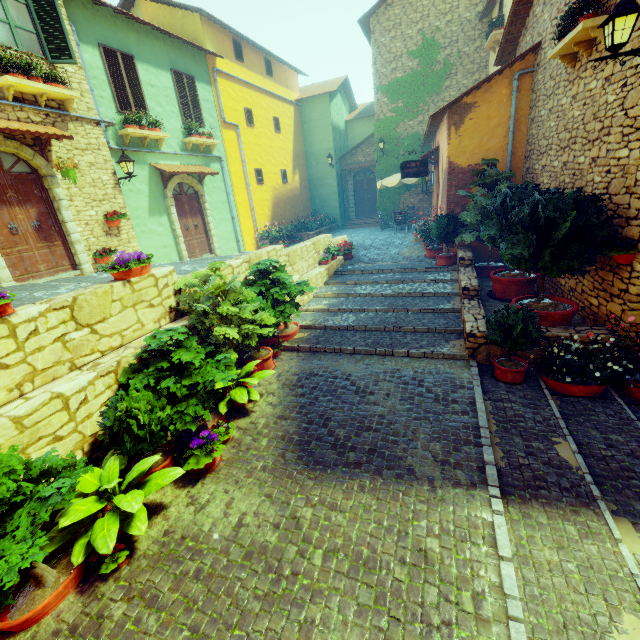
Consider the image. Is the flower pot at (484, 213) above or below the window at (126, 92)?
below

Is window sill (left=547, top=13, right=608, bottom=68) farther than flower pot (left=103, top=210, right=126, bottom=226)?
No

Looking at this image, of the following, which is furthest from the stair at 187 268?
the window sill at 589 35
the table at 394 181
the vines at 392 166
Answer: the window sill at 589 35

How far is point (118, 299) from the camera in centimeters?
470cm

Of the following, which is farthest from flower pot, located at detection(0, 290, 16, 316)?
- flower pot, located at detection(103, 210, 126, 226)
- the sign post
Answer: the sign post

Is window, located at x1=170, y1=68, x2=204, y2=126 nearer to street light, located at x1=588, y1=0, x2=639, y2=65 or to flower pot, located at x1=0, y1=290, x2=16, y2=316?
flower pot, located at x1=0, y1=290, x2=16, y2=316

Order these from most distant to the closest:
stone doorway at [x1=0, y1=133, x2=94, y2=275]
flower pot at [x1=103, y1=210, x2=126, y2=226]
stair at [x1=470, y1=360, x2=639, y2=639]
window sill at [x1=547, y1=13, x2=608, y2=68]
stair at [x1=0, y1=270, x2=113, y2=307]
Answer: flower pot at [x1=103, y1=210, x2=126, y2=226] → stone doorway at [x1=0, y1=133, x2=94, y2=275] → window sill at [x1=547, y1=13, x2=608, y2=68] → stair at [x1=0, y1=270, x2=113, y2=307] → stair at [x1=470, y1=360, x2=639, y2=639]

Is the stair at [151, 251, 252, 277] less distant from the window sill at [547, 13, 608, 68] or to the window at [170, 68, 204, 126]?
the window at [170, 68, 204, 126]
